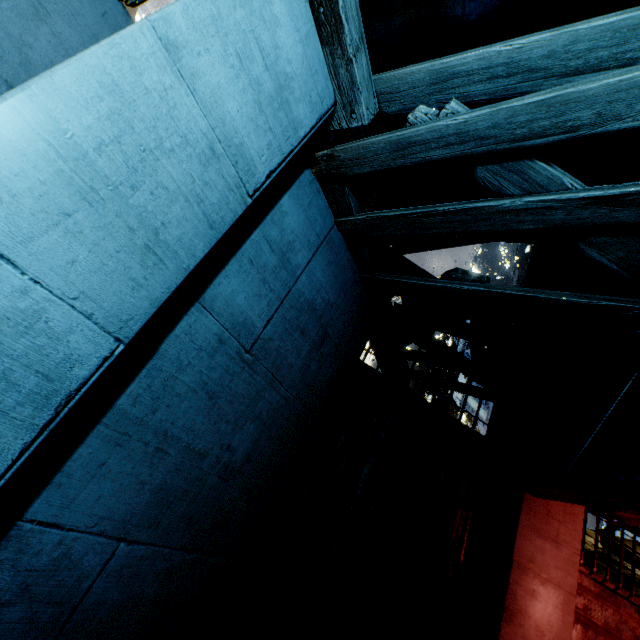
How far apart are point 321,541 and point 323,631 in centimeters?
101cm
